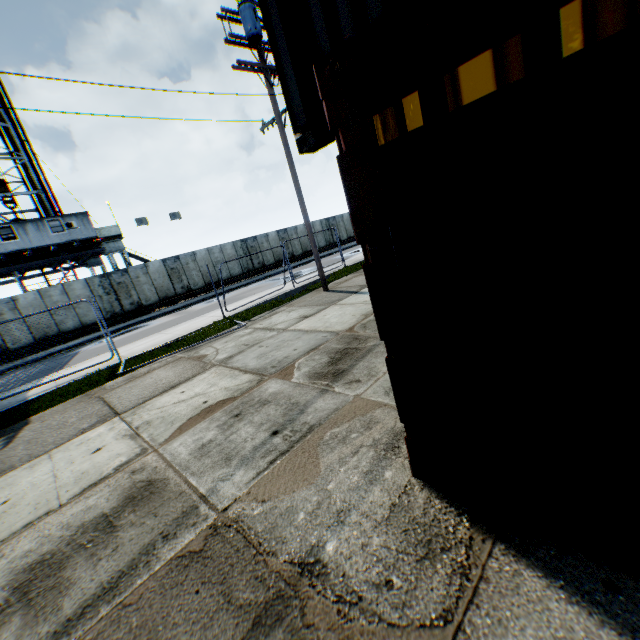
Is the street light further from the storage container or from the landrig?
the landrig

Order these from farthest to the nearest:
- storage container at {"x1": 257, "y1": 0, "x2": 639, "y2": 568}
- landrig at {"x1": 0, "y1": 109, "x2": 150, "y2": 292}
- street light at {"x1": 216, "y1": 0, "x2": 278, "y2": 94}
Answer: landrig at {"x1": 0, "y1": 109, "x2": 150, "y2": 292} → street light at {"x1": 216, "y1": 0, "x2": 278, "y2": 94} → storage container at {"x1": 257, "y1": 0, "x2": 639, "y2": 568}

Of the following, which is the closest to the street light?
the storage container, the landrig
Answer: the storage container

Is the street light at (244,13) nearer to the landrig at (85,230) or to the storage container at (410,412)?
the storage container at (410,412)

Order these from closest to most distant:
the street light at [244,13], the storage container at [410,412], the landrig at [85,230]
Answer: the storage container at [410,412] → the street light at [244,13] → the landrig at [85,230]

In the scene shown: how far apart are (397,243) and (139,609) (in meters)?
3.03
